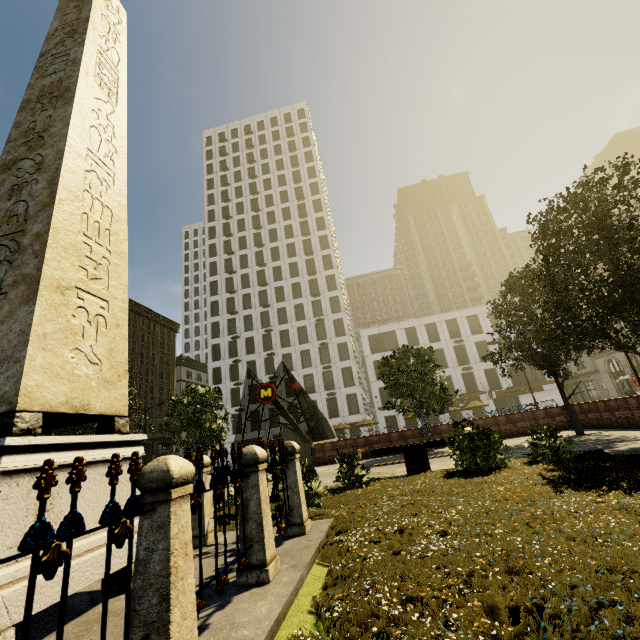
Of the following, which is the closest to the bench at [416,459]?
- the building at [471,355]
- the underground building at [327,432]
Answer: the underground building at [327,432]

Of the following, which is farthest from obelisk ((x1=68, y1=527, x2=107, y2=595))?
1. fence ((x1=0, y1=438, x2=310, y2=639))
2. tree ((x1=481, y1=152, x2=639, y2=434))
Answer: tree ((x1=481, y1=152, x2=639, y2=434))

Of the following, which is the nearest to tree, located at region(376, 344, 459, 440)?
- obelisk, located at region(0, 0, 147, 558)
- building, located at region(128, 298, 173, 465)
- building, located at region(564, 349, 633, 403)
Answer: building, located at region(128, 298, 173, 465)

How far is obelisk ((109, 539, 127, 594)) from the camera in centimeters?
371cm

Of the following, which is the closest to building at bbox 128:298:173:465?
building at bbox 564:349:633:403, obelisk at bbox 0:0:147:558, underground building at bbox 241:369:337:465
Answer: building at bbox 564:349:633:403

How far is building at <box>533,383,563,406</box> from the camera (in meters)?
41.78

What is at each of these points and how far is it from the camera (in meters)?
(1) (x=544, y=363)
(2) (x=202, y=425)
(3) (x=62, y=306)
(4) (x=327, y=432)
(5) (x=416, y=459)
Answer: (1) tree, 13.51
(2) tree, 18.67
(3) obelisk, 4.01
(4) underground building, 29.44
(5) bench, 9.71

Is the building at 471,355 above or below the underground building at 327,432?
above
